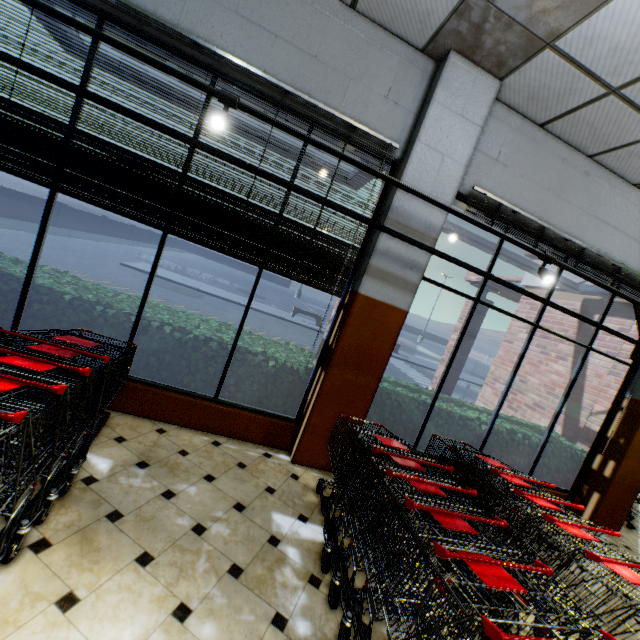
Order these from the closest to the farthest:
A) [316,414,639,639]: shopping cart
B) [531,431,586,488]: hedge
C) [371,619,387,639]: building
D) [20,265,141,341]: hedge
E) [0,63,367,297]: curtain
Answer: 1. [316,414,639,639]: shopping cart
2. [371,619,387,639]: building
3. [0,63,367,297]: curtain
4. [20,265,141,341]: hedge
5. [531,431,586,488]: hedge

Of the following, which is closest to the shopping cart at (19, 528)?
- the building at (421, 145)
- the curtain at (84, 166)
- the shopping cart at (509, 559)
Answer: the building at (421, 145)

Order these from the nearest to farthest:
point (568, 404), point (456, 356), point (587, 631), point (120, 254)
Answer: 1. point (587, 631)
2. point (568, 404)
3. point (456, 356)
4. point (120, 254)

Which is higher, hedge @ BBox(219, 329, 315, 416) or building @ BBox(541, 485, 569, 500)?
hedge @ BBox(219, 329, 315, 416)

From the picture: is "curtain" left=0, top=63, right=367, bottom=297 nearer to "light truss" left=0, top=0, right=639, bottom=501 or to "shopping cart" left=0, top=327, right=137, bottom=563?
"light truss" left=0, top=0, right=639, bottom=501

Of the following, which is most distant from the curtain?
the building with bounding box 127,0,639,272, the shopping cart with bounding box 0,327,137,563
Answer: the shopping cart with bounding box 0,327,137,563

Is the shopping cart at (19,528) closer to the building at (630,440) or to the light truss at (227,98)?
the building at (630,440)

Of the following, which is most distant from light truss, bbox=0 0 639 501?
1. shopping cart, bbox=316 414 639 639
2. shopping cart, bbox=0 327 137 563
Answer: shopping cart, bbox=316 414 639 639
